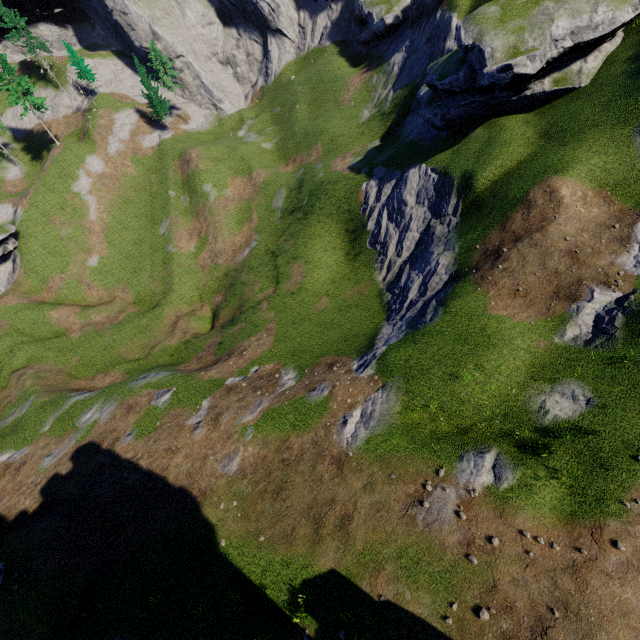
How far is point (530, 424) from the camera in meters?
15.5
